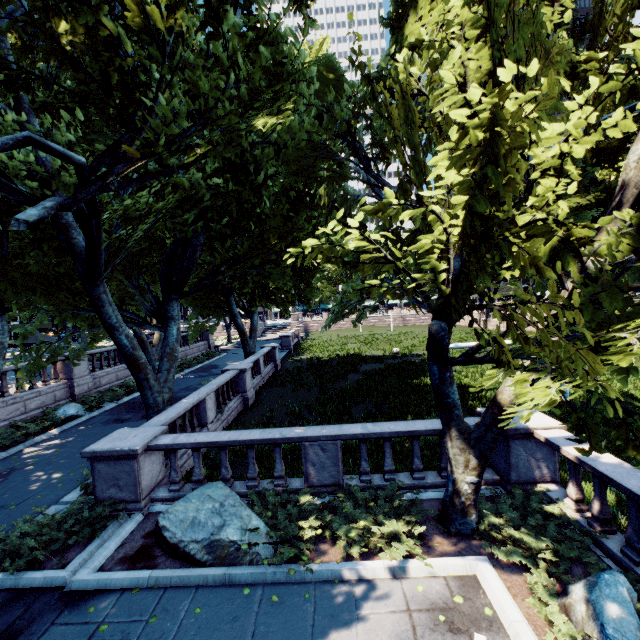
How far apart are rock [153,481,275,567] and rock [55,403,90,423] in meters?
12.0

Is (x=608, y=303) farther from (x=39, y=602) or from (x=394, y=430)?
(x=39, y=602)

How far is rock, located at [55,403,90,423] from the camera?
15.9m

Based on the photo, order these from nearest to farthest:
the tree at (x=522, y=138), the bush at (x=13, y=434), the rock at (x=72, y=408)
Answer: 1. the tree at (x=522, y=138)
2. the bush at (x=13, y=434)
3. the rock at (x=72, y=408)

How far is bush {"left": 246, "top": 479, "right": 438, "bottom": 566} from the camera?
6.16m

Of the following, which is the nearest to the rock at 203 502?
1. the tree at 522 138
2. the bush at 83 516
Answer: the bush at 83 516

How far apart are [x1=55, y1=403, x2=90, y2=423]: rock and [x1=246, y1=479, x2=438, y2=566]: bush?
15.21m

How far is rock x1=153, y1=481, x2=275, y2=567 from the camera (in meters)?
6.17
